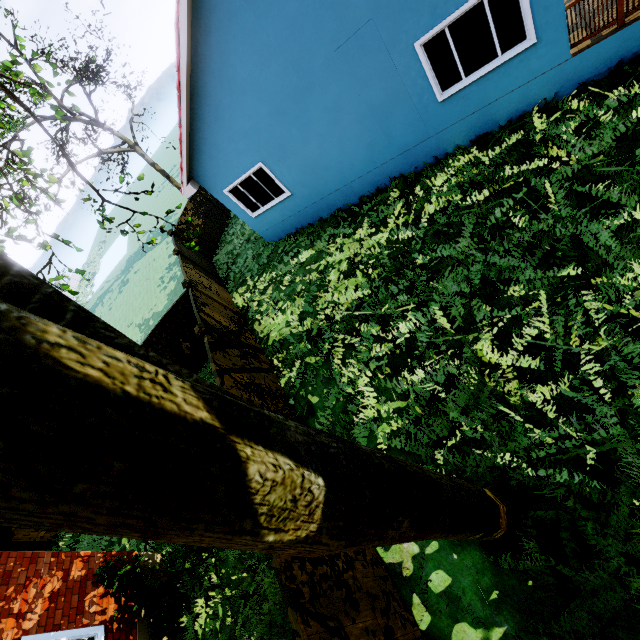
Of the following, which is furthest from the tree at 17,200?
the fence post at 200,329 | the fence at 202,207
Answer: the fence post at 200,329

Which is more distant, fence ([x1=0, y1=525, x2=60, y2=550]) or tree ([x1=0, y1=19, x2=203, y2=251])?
fence ([x1=0, y1=525, x2=60, y2=550])

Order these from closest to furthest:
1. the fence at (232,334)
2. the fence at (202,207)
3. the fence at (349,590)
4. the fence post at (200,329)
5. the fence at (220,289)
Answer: the fence at (349,590) < the fence at (232,334) < the fence post at (200,329) < the fence at (220,289) < the fence at (202,207)

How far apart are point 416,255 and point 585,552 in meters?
6.0 m

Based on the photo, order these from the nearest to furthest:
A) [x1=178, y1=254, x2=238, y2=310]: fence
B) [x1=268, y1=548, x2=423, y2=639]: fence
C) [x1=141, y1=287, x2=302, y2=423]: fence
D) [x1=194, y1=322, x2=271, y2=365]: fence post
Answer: [x1=268, y1=548, x2=423, y2=639]: fence → [x1=141, y1=287, x2=302, y2=423]: fence → [x1=194, y1=322, x2=271, y2=365]: fence post → [x1=178, y1=254, x2=238, y2=310]: fence

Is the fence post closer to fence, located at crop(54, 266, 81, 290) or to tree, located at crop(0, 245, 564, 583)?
fence, located at crop(54, 266, 81, 290)
